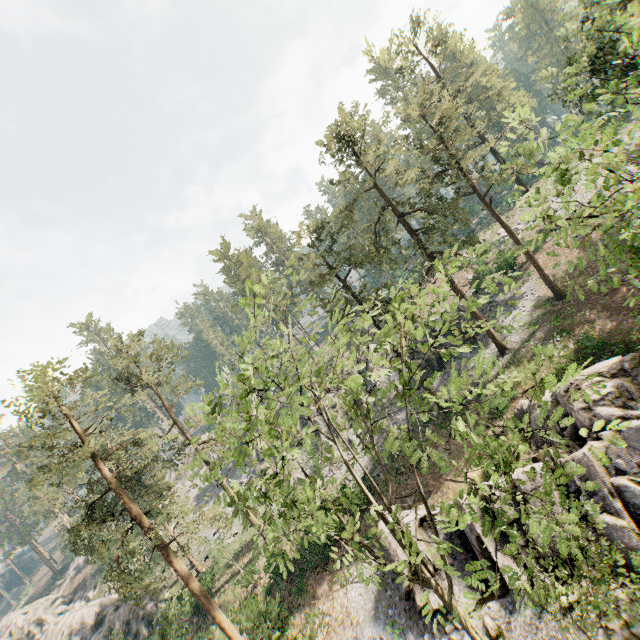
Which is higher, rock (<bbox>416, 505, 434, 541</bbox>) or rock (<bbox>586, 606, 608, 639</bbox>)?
rock (<bbox>416, 505, 434, 541</bbox>)

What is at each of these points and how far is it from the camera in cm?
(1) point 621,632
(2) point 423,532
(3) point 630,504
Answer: (1) rock, 1297
(2) rock, 1941
(3) rock, 1446

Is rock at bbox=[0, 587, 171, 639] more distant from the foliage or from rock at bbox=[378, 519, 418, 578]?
rock at bbox=[378, 519, 418, 578]

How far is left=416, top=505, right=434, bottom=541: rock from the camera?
19.14m

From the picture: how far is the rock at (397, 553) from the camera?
18.6m

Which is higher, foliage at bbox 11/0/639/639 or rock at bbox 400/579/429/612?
foliage at bbox 11/0/639/639
